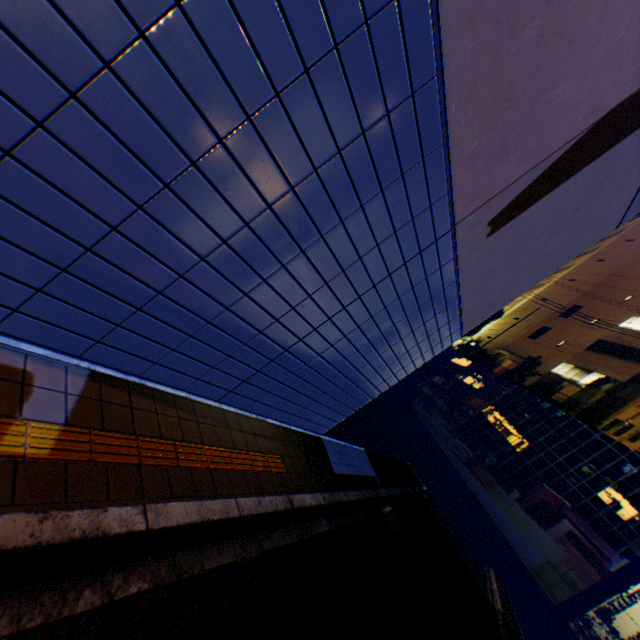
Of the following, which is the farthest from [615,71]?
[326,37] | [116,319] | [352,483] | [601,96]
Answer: [352,483]
